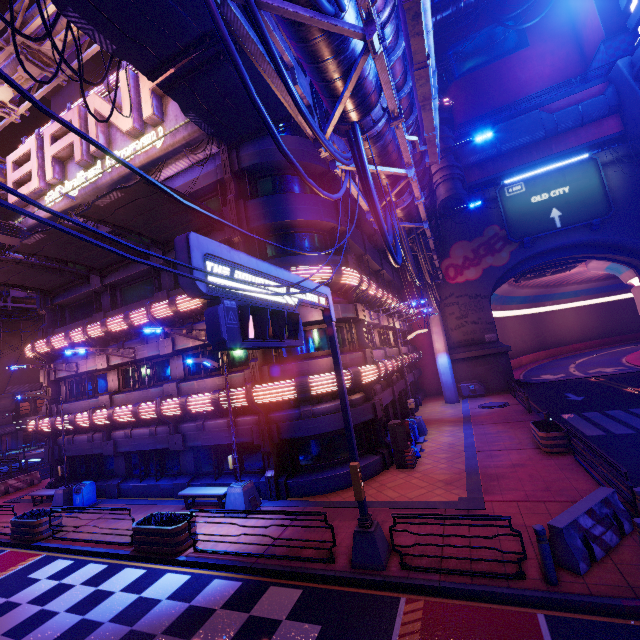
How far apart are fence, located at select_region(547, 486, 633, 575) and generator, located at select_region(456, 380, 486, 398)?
20.6m

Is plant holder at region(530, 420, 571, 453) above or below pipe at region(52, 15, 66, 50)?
below

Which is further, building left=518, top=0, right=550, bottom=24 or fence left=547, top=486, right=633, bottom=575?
building left=518, top=0, right=550, bottom=24

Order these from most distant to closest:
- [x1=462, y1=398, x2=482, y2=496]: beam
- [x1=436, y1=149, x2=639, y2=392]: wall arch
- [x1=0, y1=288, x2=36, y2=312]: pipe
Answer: [x1=436, y1=149, x2=639, y2=392]: wall arch < [x1=0, y1=288, x2=36, y2=312]: pipe < [x1=462, y1=398, x2=482, y2=496]: beam

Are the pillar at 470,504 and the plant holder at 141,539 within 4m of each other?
no

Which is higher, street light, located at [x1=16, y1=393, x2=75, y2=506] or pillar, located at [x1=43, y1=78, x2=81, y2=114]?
pillar, located at [x1=43, y1=78, x2=81, y2=114]

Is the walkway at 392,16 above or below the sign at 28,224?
below

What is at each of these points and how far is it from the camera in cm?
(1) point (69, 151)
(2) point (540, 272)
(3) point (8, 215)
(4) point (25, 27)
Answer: (1) sign, 1822
(2) vent, 3594
(3) building, 5641
(4) pipe, 1582
